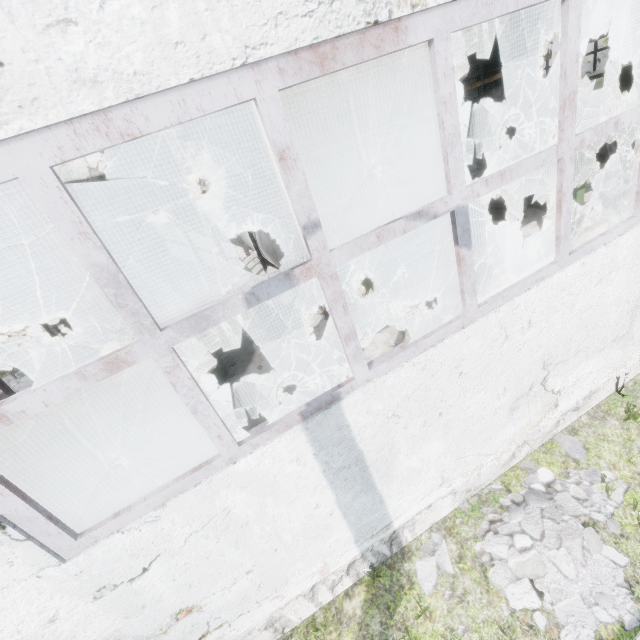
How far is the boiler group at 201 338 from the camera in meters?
7.7

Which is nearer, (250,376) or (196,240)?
(250,376)

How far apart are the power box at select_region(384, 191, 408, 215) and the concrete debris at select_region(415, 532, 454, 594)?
8.2 meters

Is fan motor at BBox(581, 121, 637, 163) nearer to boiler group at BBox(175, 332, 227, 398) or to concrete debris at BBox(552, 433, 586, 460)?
concrete debris at BBox(552, 433, 586, 460)

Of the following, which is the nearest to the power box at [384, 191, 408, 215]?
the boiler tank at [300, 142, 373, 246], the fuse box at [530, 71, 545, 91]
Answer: the boiler tank at [300, 142, 373, 246]

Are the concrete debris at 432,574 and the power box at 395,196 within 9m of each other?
yes

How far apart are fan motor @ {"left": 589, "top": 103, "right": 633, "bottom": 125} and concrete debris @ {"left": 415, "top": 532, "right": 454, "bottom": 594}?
16.78m

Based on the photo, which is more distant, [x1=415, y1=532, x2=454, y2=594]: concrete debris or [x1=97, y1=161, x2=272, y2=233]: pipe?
[x1=97, y1=161, x2=272, y2=233]: pipe
